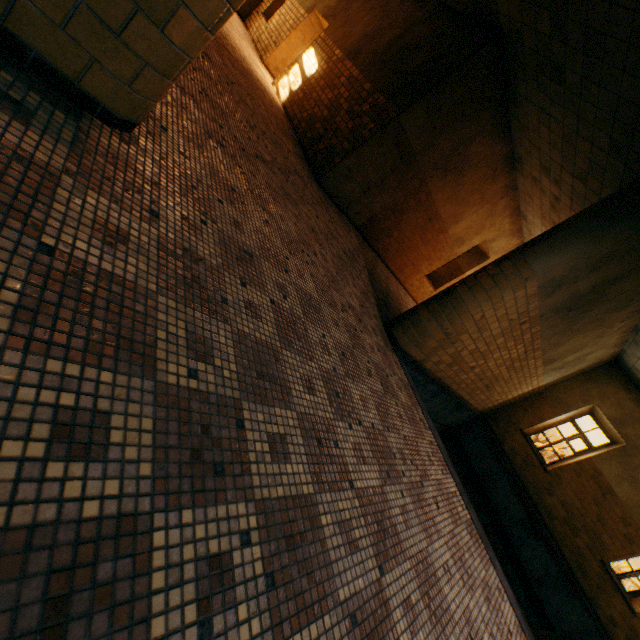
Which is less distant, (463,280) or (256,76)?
(463,280)
